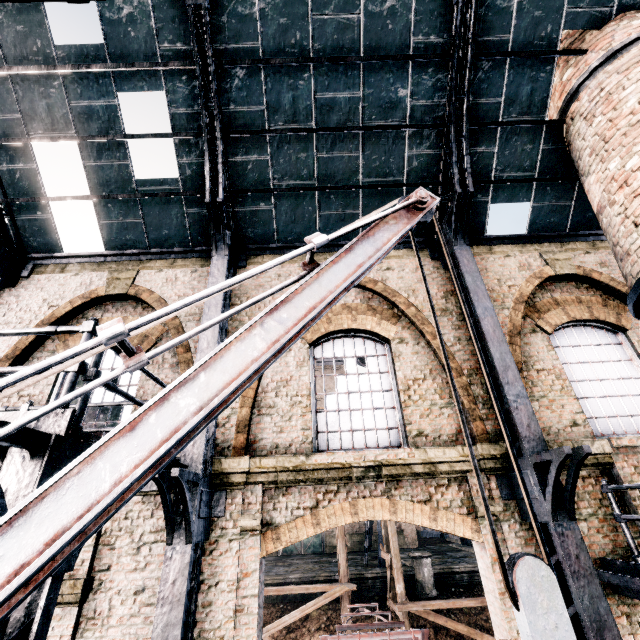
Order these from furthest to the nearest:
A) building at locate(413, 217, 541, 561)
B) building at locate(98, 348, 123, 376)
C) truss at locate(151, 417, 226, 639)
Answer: building at locate(98, 348, 123, 376) → building at locate(413, 217, 541, 561) → truss at locate(151, 417, 226, 639)

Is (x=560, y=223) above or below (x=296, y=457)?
above

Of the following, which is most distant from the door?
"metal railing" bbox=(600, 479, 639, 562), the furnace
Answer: the furnace

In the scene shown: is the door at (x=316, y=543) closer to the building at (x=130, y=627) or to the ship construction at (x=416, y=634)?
the ship construction at (x=416, y=634)

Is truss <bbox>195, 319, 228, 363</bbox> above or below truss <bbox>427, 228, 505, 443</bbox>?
below

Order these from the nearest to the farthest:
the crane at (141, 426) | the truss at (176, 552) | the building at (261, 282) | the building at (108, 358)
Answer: the crane at (141, 426), the truss at (176, 552), the building at (108, 358), the building at (261, 282)

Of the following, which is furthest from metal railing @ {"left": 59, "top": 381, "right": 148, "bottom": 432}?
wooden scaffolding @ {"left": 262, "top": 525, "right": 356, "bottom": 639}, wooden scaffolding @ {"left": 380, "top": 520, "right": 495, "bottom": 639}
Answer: wooden scaffolding @ {"left": 380, "top": 520, "right": 495, "bottom": 639}

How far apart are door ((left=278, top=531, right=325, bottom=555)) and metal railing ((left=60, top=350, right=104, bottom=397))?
33.2m
